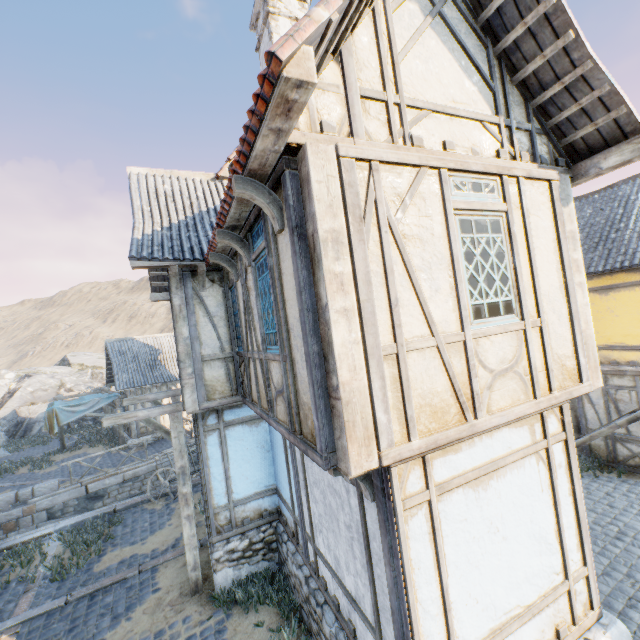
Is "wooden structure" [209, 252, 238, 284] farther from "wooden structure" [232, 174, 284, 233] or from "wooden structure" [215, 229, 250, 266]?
"wooden structure" [232, 174, 284, 233]

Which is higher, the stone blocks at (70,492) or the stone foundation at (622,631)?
the stone foundation at (622,631)

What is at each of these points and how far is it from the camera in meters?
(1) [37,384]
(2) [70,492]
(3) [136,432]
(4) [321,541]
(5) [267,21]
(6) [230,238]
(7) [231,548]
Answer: (1) rock, 28.6
(2) stone blocks, 13.4
(3) building, 18.9
(4) building, 5.2
(5) chimney, 8.7
(6) wooden structure, 4.7
(7) stone foundation, 6.9

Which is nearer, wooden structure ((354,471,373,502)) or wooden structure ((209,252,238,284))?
wooden structure ((354,471,373,502))

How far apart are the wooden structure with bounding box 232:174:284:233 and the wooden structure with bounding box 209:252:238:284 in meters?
2.6

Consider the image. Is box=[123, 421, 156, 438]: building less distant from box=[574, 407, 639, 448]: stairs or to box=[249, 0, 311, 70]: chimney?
box=[249, 0, 311, 70]: chimney

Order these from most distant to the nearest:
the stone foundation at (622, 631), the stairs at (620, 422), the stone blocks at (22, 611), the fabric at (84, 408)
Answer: the fabric at (84, 408) < the stairs at (620, 422) < the stone blocks at (22, 611) < the stone foundation at (622, 631)

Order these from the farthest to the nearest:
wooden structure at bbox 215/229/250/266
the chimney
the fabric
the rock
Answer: the rock
the fabric
the chimney
wooden structure at bbox 215/229/250/266
